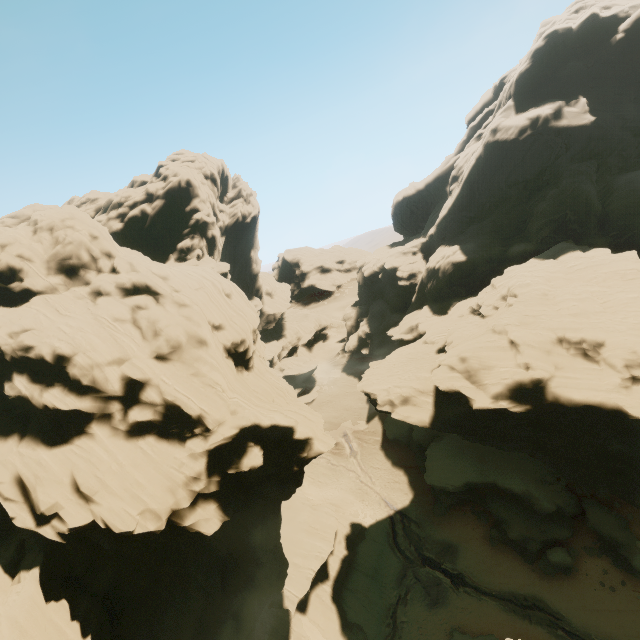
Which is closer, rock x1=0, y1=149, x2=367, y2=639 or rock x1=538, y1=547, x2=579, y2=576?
rock x1=0, y1=149, x2=367, y2=639

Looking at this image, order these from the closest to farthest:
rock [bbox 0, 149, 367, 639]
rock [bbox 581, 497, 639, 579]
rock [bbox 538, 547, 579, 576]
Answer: rock [bbox 0, 149, 367, 639], rock [bbox 581, 497, 639, 579], rock [bbox 538, 547, 579, 576]

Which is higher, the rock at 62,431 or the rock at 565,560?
the rock at 62,431

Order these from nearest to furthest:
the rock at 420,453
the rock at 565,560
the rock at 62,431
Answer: the rock at 62,431, the rock at 420,453, the rock at 565,560

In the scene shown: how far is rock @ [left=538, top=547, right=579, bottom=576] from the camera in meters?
26.7

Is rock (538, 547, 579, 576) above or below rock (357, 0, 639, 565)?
below

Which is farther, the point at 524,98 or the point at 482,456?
the point at 524,98
